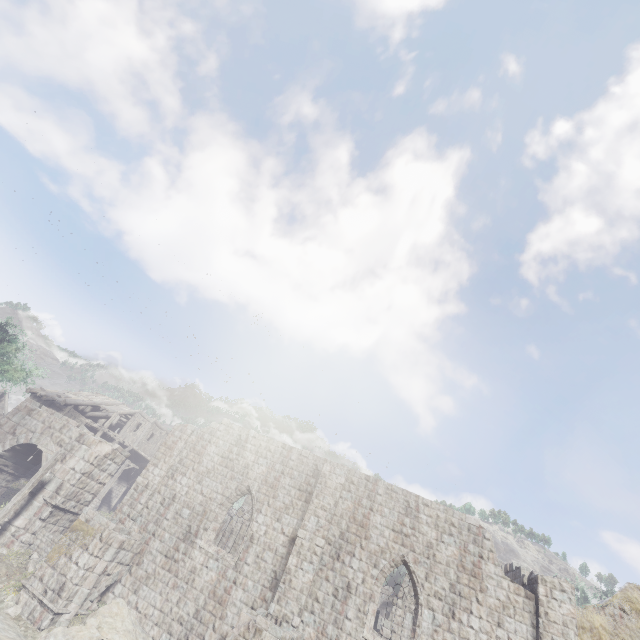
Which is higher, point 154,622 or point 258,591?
point 258,591

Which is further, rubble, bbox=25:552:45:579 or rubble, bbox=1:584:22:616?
rubble, bbox=25:552:45:579

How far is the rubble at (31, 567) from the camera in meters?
14.4

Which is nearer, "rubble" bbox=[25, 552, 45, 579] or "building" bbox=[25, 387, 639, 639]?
"building" bbox=[25, 387, 639, 639]

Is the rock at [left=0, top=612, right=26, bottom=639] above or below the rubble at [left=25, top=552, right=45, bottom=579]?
below

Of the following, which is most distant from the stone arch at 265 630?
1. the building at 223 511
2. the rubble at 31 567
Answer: the rubble at 31 567

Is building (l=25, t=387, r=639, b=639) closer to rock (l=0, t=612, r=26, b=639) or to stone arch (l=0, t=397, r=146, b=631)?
stone arch (l=0, t=397, r=146, b=631)

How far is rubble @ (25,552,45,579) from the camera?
14.4 meters
